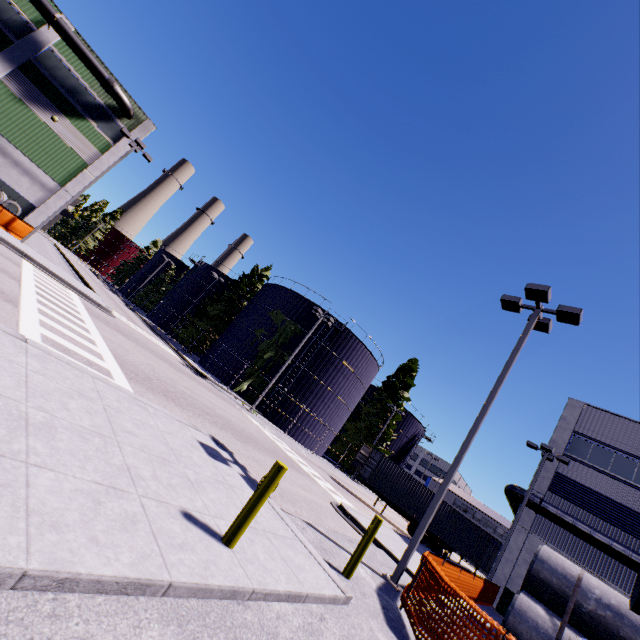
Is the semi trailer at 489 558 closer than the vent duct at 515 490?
No

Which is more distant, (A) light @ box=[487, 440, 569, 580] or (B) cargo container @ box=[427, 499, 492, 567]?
(B) cargo container @ box=[427, 499, 492, 567]

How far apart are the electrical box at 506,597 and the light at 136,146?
35.9m

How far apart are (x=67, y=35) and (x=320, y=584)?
37.21m

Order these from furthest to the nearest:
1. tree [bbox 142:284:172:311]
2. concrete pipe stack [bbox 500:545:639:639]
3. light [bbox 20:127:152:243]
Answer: tree [bbox 142:284:172:311]
light [bbox 20:127:152:243]
concrete pipe stack [bbox 500:545:639:639]

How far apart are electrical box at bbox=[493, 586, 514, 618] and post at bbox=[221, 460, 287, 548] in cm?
2274

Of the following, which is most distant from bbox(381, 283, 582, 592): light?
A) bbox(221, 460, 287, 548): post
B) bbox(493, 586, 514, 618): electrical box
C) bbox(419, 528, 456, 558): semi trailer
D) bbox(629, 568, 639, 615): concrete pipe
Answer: bbox(493, 586, 514, 618): electrical box

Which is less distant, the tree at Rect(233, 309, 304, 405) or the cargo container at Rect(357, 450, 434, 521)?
→ the cargo container at Rect(357, 450, 434, 521)
